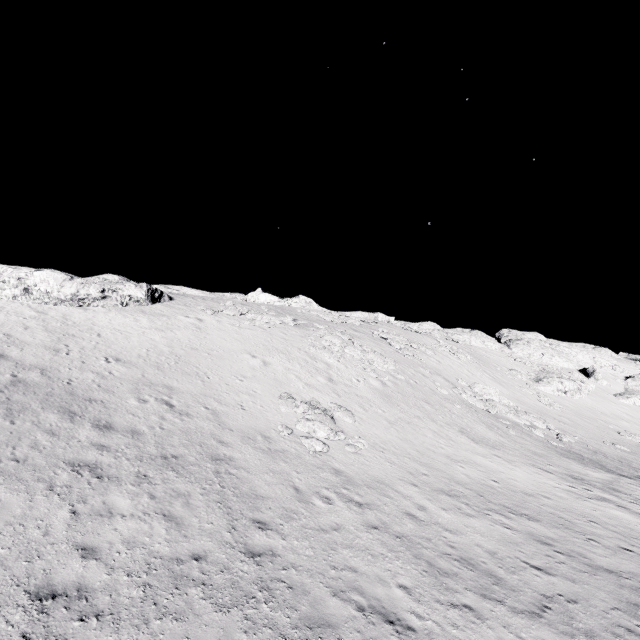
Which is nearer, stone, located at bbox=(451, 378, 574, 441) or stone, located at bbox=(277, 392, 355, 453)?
stone, located at bbox=(277, 392, 355, 453)

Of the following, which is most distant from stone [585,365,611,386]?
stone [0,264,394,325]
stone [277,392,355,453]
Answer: stone [0,264,394,325]

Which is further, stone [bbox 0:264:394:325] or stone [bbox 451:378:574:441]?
stone [bbox 451:378:574:441]

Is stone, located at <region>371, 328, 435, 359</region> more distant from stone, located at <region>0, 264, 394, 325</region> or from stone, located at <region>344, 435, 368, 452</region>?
stone, located at <region>0, 264, 394, 325</region>

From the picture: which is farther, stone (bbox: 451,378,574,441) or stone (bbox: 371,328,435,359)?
stone (bbox: 371,328,435,359)

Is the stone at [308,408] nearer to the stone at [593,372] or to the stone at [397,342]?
the stone at [397,342]

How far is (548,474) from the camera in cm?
1864

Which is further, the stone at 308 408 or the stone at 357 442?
the stone at 357 442
